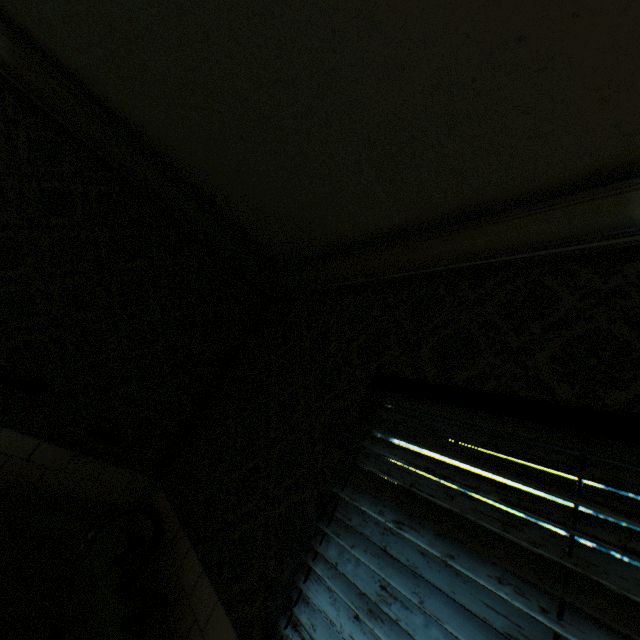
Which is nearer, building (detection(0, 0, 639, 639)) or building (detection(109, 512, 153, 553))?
building (detection(0, 0, 639, 639))

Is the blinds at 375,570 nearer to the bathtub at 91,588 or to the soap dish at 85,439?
the bathtub at 91,588

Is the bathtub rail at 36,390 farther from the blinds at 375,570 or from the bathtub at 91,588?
the blinds at 375,570

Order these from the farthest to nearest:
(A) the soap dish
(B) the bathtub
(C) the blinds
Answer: (A) the soap dish → (B) the bathtub → (C) the blinds

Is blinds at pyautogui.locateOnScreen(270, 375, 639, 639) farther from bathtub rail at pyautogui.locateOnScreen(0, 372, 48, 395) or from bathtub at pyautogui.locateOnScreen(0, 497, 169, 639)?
bathtub rail at pyautogui.locateOnScreen(0, 372, 48, 395)

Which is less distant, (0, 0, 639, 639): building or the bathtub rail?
(0, 0, 639, 639): building

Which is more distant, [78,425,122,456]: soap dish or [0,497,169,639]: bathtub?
[78,425,122,456]: soap dish

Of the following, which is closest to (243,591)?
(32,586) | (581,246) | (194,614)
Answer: (194,614)
